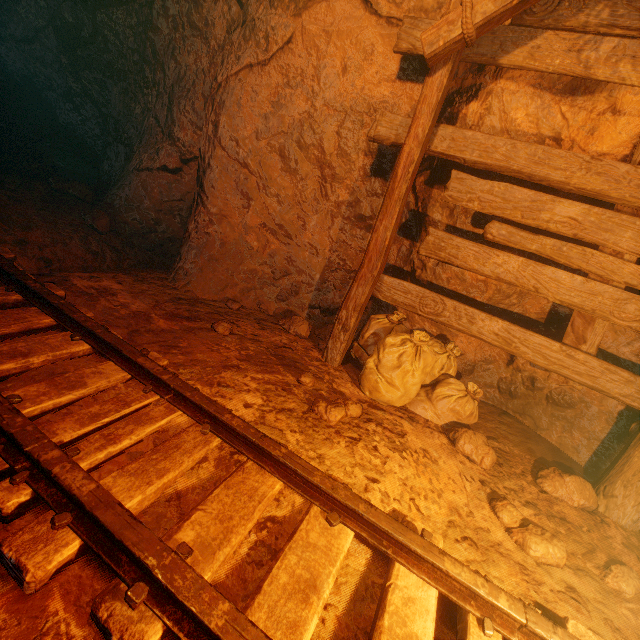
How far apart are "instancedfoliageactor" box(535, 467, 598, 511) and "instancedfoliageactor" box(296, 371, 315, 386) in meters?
2.0

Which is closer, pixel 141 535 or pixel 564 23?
pixel 141 535

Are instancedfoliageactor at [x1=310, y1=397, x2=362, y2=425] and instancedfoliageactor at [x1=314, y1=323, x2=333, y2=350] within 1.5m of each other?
yes

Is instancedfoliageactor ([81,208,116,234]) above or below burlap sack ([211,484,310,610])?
below

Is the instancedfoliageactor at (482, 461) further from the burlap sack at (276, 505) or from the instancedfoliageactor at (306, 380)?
the instancedfoliageactor at (306, 380)

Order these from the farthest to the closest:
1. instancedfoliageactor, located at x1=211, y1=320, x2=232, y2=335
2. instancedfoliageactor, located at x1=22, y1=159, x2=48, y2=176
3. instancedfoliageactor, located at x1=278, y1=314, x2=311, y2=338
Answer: instancedfoliageactor, located at x1=22, y1=159, x2=48, y2=176, instancedfoliageactor, located at x1=278, y1=314, x2=311, y2=338, instancedfoliageactor, located at x1=211, y1=320, x2=232, y2=335

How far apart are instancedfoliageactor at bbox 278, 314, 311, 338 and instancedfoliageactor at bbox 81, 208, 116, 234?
2.57m

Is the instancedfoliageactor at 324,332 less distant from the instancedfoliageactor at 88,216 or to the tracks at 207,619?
the tracks at 207,619
